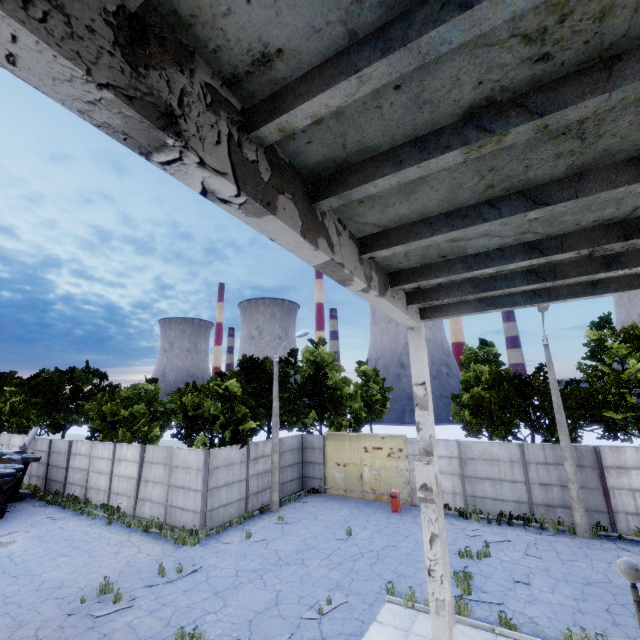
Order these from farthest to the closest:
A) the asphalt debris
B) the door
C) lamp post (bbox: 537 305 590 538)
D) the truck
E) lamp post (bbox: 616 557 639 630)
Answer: the door, the truck, lamp post (bbox: 537 305 590 538), the asphalt debris, lamp post (bbox: 616 557 639 630)

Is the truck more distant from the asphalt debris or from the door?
the door

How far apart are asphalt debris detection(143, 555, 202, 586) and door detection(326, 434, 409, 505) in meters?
10.5 m

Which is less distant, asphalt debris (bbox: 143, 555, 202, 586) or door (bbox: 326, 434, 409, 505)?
asphalt debris (bbox: 143, 555, 202, 586)

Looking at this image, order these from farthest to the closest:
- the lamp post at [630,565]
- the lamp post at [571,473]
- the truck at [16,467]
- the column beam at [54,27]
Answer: the truck at [16,467], the lamp post at [571,473], the lamp post at [630,565], the column beam at [54,27]

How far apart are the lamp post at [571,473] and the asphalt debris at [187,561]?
15.9 meters

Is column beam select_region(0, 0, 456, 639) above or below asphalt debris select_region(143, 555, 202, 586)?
above

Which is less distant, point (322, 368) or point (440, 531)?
point (440, 531)
